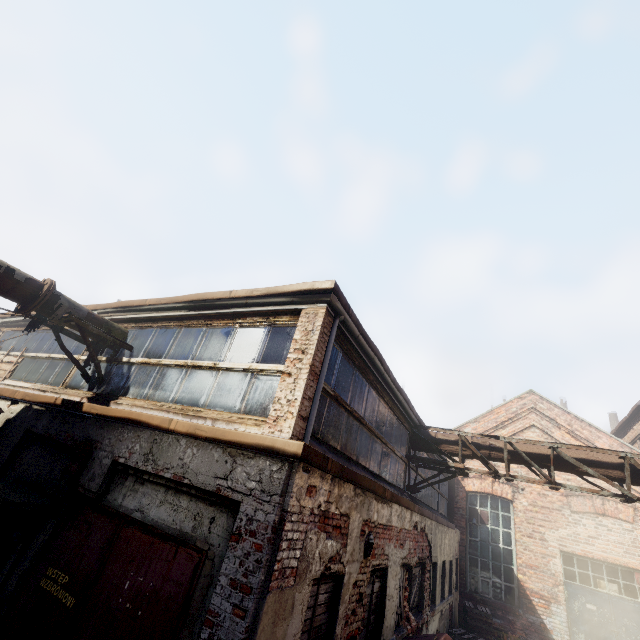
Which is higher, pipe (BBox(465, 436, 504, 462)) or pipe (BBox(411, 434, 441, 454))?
pipe (BBox(465, 436, 504, 462))

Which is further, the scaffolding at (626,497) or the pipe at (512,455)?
the pipe at (512,455)

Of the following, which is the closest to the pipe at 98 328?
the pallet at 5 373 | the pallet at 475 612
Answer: the pallet at 5 373

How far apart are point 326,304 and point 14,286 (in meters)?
5.51

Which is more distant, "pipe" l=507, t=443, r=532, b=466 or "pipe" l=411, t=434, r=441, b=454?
"pipe" l=411, t=434, r=441, b=454

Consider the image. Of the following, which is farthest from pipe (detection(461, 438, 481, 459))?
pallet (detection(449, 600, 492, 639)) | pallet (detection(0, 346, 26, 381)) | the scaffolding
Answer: pallet (detection(0, 346, 26, 381))

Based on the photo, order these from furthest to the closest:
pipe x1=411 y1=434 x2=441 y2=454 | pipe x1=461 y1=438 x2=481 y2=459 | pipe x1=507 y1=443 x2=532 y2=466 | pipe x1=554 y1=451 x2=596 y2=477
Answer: pipe x1=411 y1=434 x2=441 y2=454 → pipe x1=461 y1=438 x2=481 y2=459 → pipe x1=507 y1=443 x2=532 y2=466 → pipe x1=554 y1=451 x2=596 y2=477

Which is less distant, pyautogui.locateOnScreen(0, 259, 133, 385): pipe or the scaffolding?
pyautogui.locateOnScreen(0, 259, 133, 385): pipe
